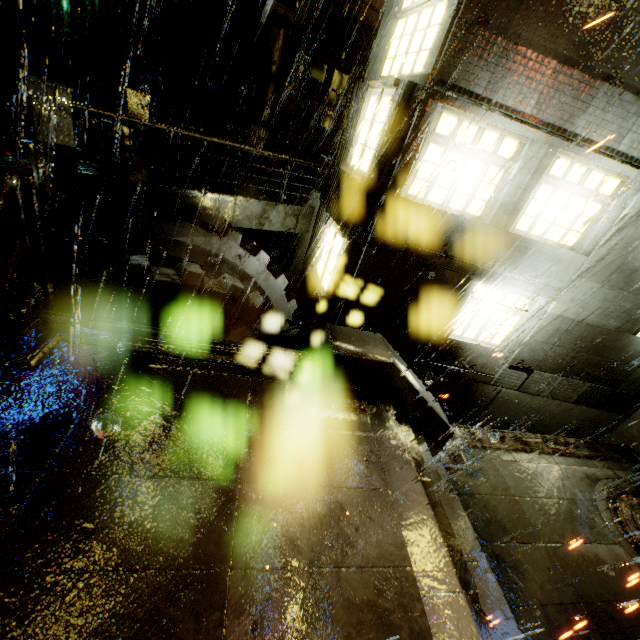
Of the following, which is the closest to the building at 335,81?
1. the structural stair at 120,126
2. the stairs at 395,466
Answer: the structural stair at 120,126

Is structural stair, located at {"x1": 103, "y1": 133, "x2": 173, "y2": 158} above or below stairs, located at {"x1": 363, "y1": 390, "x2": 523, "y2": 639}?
above

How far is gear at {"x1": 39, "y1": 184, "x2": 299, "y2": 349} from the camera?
6.39m

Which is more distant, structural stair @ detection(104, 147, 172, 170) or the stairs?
structural stair @ detection(104, 147, 172, 170)

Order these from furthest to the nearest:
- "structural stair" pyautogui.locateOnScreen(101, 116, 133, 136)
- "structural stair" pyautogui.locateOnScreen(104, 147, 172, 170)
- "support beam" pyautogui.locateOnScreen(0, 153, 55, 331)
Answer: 1. "structural stair" pyautogui.locateOnScreen(101, 116, 133, 136)
2. "structural stair" pyautogui.locateOnScreen(104, 147, 172, 170)
3. "support beam" pyautogui.locateOnScreen(0, 153, 55, 331)

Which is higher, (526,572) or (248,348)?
(248,348)

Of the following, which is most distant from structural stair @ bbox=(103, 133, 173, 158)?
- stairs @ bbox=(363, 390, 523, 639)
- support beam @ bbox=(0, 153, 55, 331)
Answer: stairs @ bbox=(363, 390, 523, 639)

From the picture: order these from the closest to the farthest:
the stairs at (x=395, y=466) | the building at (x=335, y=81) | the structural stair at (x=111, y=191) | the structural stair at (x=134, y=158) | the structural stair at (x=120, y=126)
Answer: the stairs at (x=395, y=466), the building at (x=335, y=81), the structural stair at (x=111, y=191), the structural stair at (x=134, y=158), the structural stair at (x=120, y=126)
